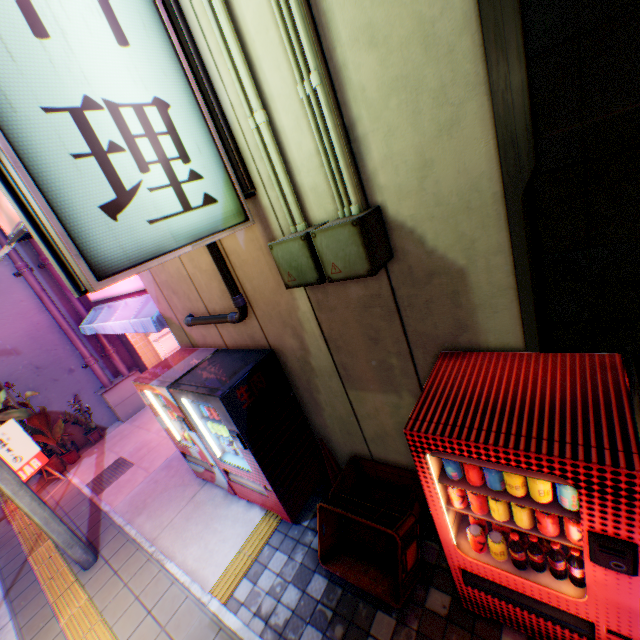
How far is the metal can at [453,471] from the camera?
2.2 meters

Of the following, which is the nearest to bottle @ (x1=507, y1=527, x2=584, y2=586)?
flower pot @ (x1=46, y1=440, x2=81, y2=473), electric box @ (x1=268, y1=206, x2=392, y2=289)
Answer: electric box @ (x1=268, y1=206, x2=392, y2=289)

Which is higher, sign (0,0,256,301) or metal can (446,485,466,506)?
sign (0,0,256,301)

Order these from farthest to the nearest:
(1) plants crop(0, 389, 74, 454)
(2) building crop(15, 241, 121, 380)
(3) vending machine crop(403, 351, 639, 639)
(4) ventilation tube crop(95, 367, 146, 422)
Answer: (4) ventilation tube crop(95, 367, 146, 422) → (2) building crop(15, 241, 121, 380) → (1) plants crop(0, 389, 74, 454) → (3) vending machine crop(403, 351, 639, 639)

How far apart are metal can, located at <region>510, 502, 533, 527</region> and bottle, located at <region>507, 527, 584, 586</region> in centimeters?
9cm

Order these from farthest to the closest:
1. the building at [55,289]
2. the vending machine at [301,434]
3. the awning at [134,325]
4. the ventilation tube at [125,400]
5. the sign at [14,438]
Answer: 1. the ventilation tube at [125,400]
2. the building at [55,289]
3. the sign at [14,438]
4. the awning at [134,325]
5. the vending machine at [301,434]

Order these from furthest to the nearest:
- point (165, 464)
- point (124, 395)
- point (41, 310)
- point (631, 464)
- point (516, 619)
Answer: point (124, 395)
point (41, 310)
point (165, 464)
point (516, 619)
point (631, 464)

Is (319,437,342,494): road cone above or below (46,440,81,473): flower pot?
above
